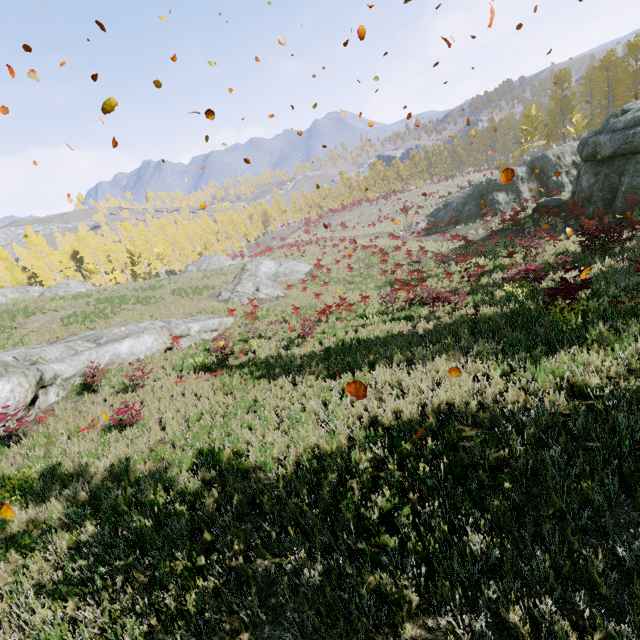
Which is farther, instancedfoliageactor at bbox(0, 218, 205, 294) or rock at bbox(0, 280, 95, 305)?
instancedfoliageactor at bbox(0, 218, 205, 294)

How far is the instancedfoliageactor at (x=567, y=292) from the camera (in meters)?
7.79

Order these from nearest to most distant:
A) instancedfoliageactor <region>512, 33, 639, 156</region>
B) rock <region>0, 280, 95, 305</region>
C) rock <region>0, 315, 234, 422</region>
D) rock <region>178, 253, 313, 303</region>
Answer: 1. rock <region>0, 315, 234, 422</region>
2. rock <region>178, 253, 313, 303</region>
3. rock <region>0, 280, 95, 305</region>
4. instancedfoliageactor <region>512, 33, 639, 156</region>

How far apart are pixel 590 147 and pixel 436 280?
11.1 meters

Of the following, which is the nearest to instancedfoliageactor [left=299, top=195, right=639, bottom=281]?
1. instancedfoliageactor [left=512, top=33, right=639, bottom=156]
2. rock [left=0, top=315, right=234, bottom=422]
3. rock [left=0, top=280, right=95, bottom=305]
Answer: instancedfoliageactor [left=512, top=33, right=639, bottom=156]

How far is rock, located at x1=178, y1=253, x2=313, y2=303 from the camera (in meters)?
26.52

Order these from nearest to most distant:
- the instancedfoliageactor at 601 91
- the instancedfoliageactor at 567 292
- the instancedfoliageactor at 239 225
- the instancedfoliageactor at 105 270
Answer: the instancedfoliageactor at 567 292 → the instancedfoliageactor at 601 91 → the instancedfoliageactor at 105 270 → the instancedfoliageactor at 239 225

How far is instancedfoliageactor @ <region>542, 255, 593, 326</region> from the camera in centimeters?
779cm
